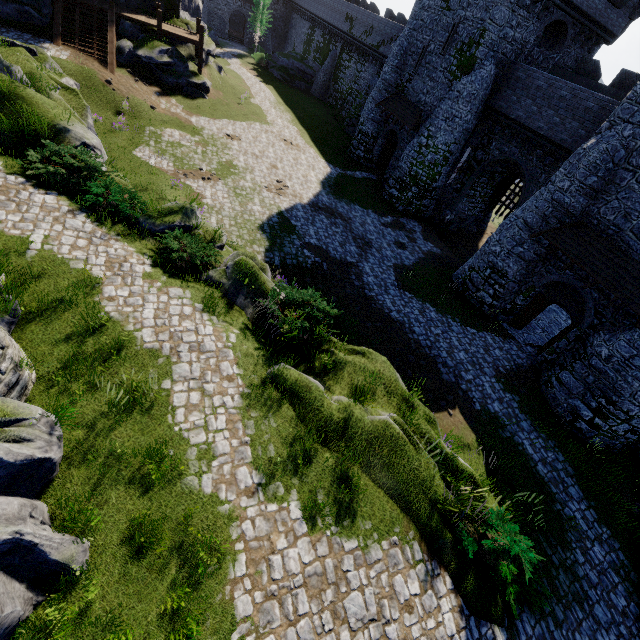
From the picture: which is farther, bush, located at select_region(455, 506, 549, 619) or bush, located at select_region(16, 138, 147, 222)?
bush, located at select_region(16, 138, 147, 222)

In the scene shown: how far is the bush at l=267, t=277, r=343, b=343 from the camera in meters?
10.1

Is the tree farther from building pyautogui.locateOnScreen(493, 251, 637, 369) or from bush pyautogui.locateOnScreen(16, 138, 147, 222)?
bush pyautogui.locateOnScreen(16, 138, 147, 222)

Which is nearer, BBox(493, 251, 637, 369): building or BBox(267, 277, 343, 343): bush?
BBox(267, 277, 343, 343): bush

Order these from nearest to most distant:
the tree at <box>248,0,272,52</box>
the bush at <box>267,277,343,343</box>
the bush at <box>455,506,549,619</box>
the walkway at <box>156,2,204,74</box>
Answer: the bush at <box>455,506,549,619</box> → the bush at <box>267,277,343,343</box> → the walkway at <box>156,2,204,74</box> → the tree at <box>248,0,272,52</box>

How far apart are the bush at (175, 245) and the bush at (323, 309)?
2.2m

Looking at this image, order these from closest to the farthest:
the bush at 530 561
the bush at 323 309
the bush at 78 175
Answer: the bush at 530 561 < the bush at 323 309 < the bush at 78 175

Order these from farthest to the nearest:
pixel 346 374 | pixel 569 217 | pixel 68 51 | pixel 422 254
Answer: pixel 422 254, pixel 68 51, pixel 569 217, pixel 346 374
